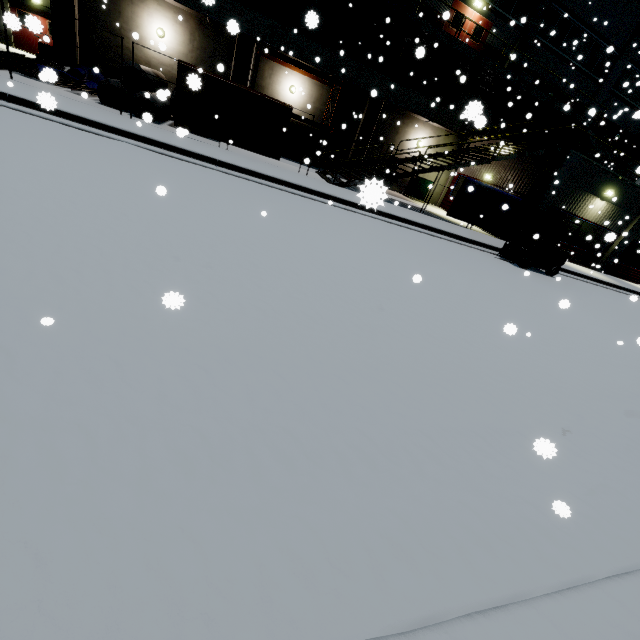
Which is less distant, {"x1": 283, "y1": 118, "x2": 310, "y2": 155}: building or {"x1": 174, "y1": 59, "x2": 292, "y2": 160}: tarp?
{"x1": 174, "y1": 59, "x2": 292, "y2": 160}: tarp

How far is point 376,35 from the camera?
18.08m

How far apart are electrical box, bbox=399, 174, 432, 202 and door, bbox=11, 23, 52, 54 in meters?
24.0 m

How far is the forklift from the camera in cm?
1255

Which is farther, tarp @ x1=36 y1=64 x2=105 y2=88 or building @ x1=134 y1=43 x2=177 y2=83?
building @ x1=134 y1=43 x2=177 y2=83

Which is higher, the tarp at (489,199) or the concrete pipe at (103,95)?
the tarp at (489,199)

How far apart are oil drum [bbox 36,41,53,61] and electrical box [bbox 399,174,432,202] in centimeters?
2082cm

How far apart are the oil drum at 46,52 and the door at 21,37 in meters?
6.2 m
